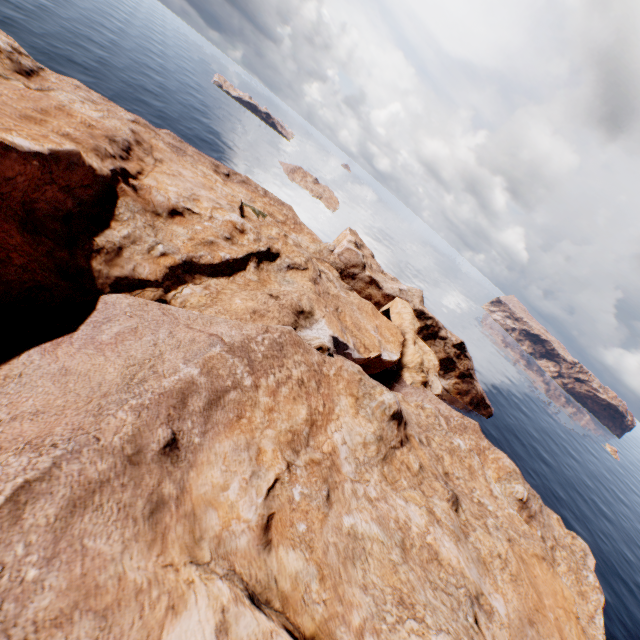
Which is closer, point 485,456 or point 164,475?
point 164,475
